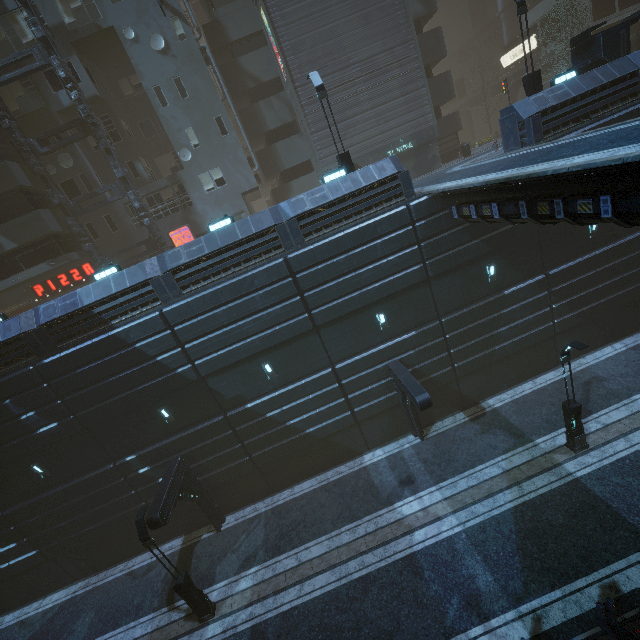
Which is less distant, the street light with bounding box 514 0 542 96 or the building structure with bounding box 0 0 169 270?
the street light with bounding box 514 0 542 96

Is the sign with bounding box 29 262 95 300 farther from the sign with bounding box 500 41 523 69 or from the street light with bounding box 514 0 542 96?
the sign with bounding box 500 41 523 69

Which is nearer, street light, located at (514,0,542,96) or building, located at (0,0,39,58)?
street light, located at (514,0,542,96)

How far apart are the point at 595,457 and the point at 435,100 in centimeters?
2700cm

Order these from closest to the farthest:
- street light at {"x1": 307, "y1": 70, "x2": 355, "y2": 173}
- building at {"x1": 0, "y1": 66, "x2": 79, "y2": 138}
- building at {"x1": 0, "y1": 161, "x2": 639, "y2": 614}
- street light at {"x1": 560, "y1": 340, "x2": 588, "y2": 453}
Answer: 1. street light at {"x1": 560, "y1": 340, "x2": 588, "y2": 453}
2. building at {"x1": 0, "y1": 161, "x2": 639, "y2": 614}
3. street light at {"x1": 307, "y1": 70, "x2": 355, "y2": 173}
4. building at {"x1": 0, "y1": 66, "x2": 79, "y2": 138}

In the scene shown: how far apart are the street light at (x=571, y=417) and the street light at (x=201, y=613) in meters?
16.7 m

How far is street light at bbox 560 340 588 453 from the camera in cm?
1203

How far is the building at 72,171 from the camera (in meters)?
22.20
